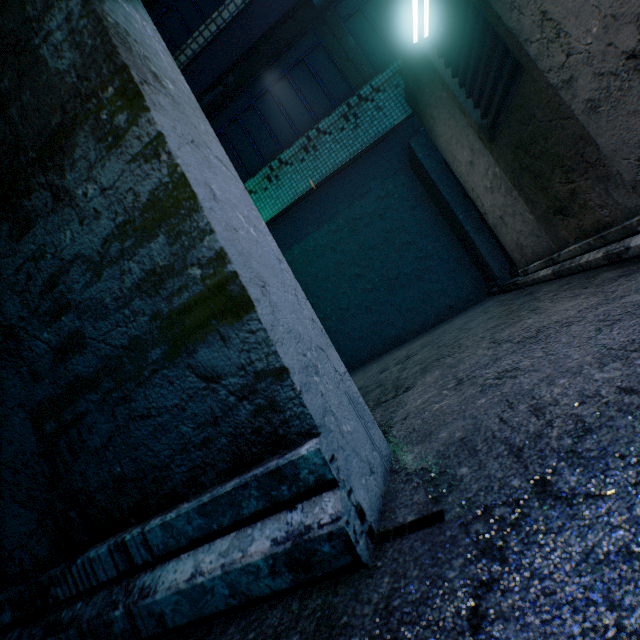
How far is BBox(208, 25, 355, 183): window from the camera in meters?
5.7

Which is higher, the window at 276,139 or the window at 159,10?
the window at 159,10

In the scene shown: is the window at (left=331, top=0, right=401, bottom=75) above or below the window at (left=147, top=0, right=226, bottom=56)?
below

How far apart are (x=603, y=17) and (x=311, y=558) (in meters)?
2.31

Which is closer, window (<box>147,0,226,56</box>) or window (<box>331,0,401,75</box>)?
window (<box>331,0,401,75</box>)

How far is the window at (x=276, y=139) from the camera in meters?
5.7
